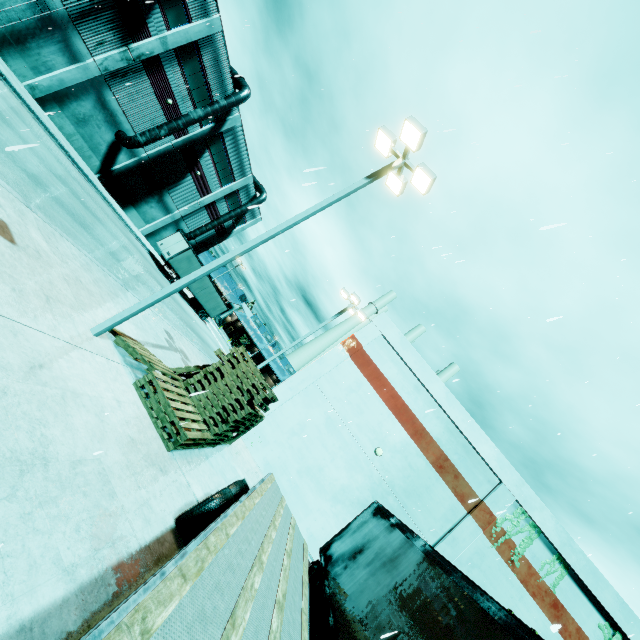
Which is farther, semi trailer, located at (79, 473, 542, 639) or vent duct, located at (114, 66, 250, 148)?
vent duct, located at (114, 66, 250, 148)

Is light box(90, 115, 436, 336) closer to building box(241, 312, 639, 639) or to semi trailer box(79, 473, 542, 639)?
semi trailer box(79, 473, 542, 639)

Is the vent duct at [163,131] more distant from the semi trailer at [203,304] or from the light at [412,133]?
the light at [412,133]

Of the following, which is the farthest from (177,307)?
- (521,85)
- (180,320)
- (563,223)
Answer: (563,223)

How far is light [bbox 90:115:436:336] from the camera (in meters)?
7.80

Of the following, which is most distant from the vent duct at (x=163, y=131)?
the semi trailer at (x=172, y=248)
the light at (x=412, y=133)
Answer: the light at (x=412, y=133)

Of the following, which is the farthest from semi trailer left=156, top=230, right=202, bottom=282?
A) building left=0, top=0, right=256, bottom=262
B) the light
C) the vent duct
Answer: the light
